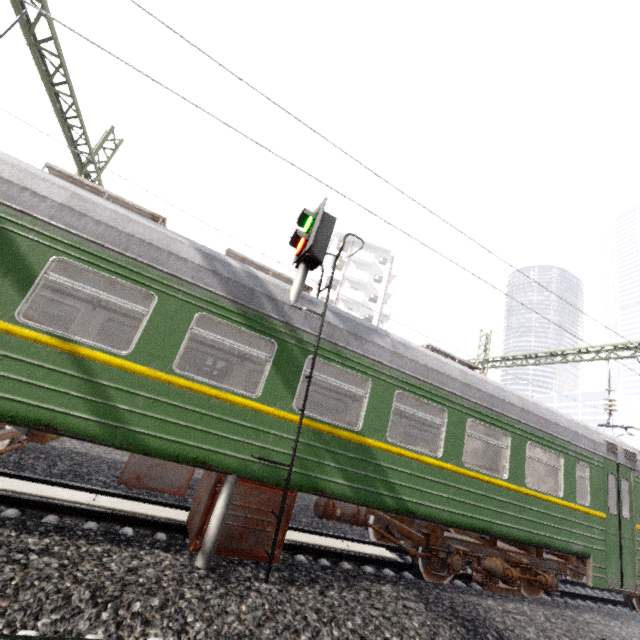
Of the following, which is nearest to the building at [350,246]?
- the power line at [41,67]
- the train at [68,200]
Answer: the power line at [41,67]

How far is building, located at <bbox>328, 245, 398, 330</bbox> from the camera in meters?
41.4

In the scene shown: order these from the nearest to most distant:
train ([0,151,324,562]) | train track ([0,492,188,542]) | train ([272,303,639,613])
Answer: train ([0,151,324,562]), train track ([0,492,188,542]), train ([272,303,639,613])

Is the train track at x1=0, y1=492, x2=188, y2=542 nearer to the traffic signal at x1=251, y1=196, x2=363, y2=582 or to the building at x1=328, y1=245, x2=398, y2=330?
the traffic signal at x1=251, y1=196, x2=363, y2=582

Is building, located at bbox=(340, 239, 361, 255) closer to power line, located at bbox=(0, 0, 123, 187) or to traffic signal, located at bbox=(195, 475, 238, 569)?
power line, located at bbox=(0, 0, 123, 187)

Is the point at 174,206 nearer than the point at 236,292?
No

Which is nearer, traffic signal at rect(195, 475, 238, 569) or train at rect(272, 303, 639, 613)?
traffic signal at rect(195, 475, 238, 569)

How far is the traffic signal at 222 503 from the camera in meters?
4.2
